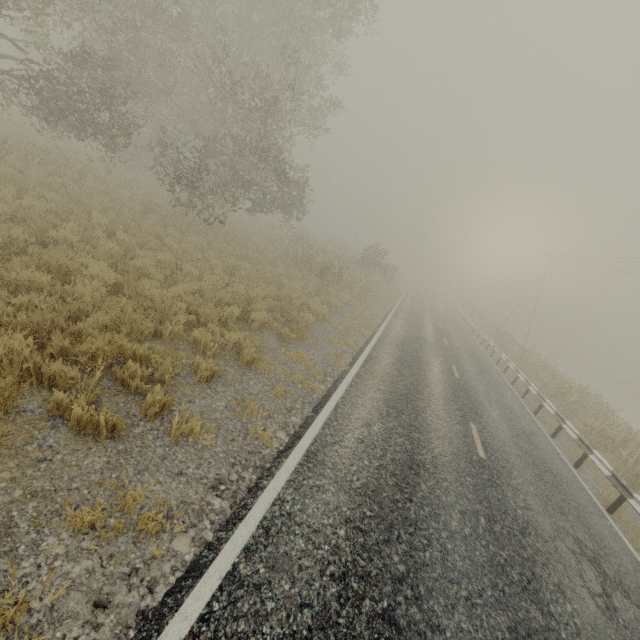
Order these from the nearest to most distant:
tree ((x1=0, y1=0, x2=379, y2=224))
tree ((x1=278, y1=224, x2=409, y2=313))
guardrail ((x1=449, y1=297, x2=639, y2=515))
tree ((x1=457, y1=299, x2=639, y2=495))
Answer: guardrail ((x1=449, y1=297, x2=639, y2=515)) < tree ((x1=457, y1=299, x2=639, y2=495)) < tree ((x1=0, y1=0, x2=379, y2=224)) < tree ((x1=278, y1=224, x2=409, y2=313))

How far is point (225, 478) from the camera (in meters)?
4.24

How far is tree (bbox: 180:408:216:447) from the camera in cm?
454

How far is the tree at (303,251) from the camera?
19.45m

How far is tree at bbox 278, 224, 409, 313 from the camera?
19.5m

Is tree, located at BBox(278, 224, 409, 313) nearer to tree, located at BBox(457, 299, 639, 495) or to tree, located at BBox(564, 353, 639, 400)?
tree, located at BBox(457, 299, 639, 495)

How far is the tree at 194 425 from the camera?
4.54m

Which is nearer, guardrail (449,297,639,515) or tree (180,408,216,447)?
tree (180,408,216,447)
